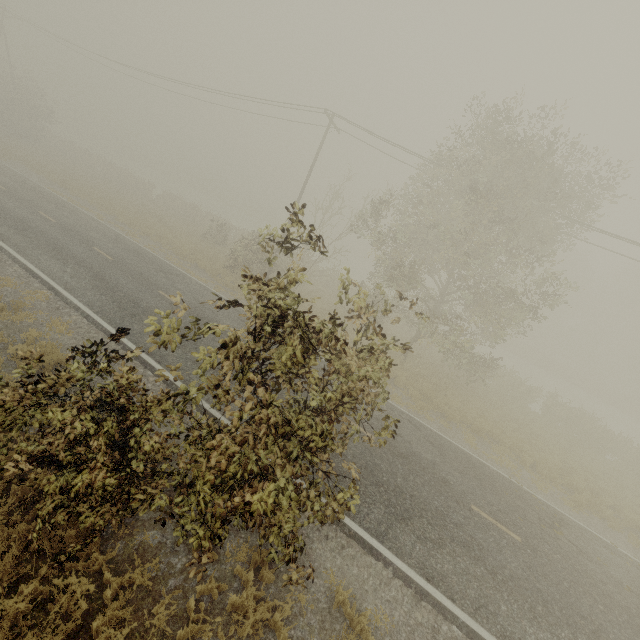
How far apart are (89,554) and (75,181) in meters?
34.4
